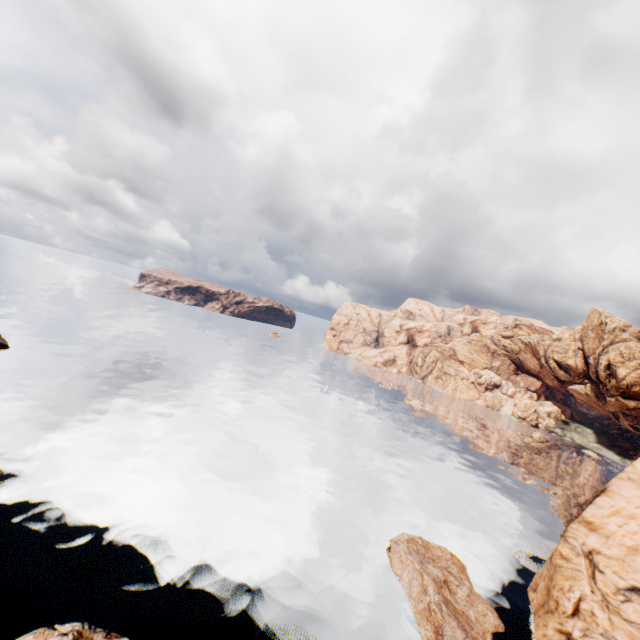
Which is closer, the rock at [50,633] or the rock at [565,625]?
the rock at [50,633]

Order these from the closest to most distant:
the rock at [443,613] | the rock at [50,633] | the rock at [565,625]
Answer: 1. the rock at [50,633]
2. the rock at [443,613]
3. the rock at [565,625]

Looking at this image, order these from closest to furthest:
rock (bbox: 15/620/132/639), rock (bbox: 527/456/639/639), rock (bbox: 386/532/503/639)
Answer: rock (bbox: 15/620/132/639) → rock (bbox: 386/532/503/639) → rock (bbox: 527/456/639/639)

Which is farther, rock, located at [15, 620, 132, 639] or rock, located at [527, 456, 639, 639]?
rock, located at [527, 456, 639, 639]

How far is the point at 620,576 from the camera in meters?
29.7
